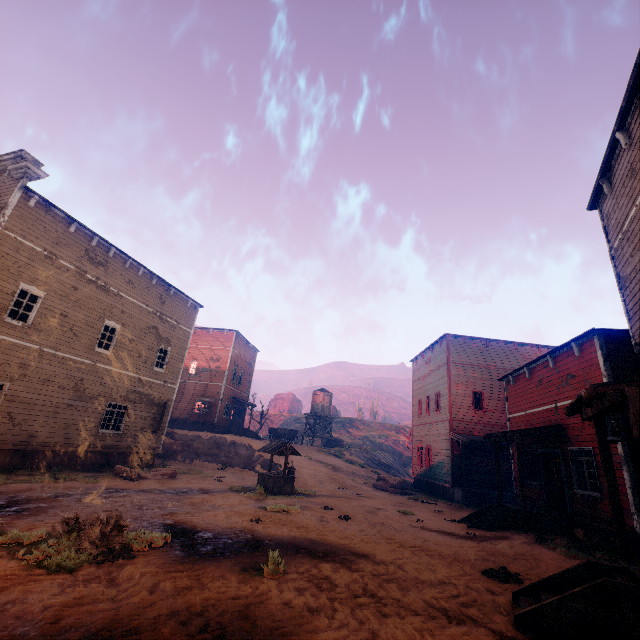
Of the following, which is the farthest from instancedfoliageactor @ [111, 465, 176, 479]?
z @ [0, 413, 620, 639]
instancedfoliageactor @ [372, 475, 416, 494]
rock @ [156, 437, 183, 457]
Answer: instancedfoliageactor @ [372, 475, 416, 494]

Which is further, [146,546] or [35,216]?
[35,216]

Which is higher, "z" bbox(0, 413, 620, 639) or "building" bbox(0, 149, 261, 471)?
"building" bbox(0, 149, 261, 471)

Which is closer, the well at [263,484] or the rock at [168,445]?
the well at [263,484]

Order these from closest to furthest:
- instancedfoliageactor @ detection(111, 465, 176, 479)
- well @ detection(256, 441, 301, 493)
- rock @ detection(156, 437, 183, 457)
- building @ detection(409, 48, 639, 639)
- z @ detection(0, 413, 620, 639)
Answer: z @ detection(0, 413, 620, 639), building @ detection(409, 48, 639, 639), instancedfoliageactor @ detection(111, 465, 176, 479), well @ detection(256, 441, 301, 493), rock @ detection(156, 437, 183, 457)

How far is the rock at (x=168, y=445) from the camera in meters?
24.9 m

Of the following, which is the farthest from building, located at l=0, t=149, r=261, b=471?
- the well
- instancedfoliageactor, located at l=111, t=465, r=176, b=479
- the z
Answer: the well

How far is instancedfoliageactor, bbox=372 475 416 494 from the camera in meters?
21.9 m
